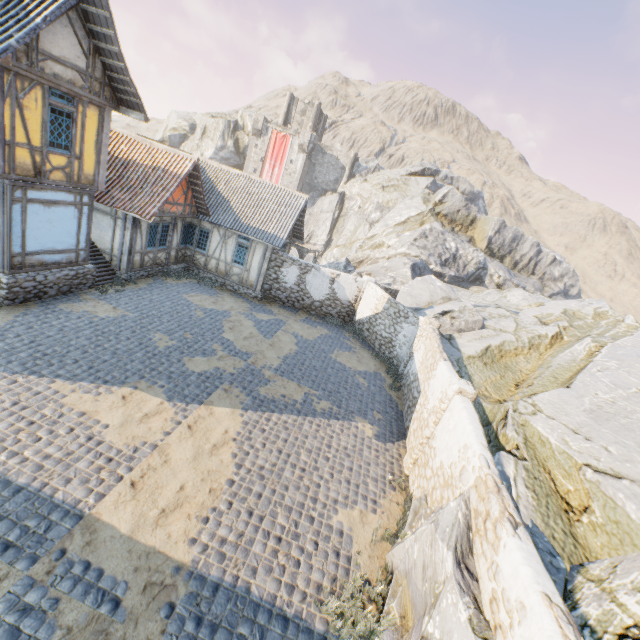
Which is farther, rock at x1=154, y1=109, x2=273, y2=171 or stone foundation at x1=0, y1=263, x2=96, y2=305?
rock at x1=154, y1=109, x2=273, y2=171

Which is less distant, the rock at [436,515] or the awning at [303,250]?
the rock at [436,515]

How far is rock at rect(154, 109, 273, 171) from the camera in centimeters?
5016cm

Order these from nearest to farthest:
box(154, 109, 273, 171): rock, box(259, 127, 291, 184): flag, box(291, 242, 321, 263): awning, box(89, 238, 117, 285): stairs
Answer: box(89, 238, 117, 285): stairs < box(291, 242, 321, 263): awning < box(259, 127, 291, 184): flag < box(154, 109, 273, 171): rock

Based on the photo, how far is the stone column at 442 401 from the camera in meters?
8.6

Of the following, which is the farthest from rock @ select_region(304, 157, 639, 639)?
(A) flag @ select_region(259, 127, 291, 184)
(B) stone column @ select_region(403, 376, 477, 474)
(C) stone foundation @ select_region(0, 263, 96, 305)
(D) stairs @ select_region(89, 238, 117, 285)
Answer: (C) stone foundation @ select_region(0, 263, 96, 305)

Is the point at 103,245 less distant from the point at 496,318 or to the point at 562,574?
the point at 562,574

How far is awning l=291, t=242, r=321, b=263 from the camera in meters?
22.6 m
